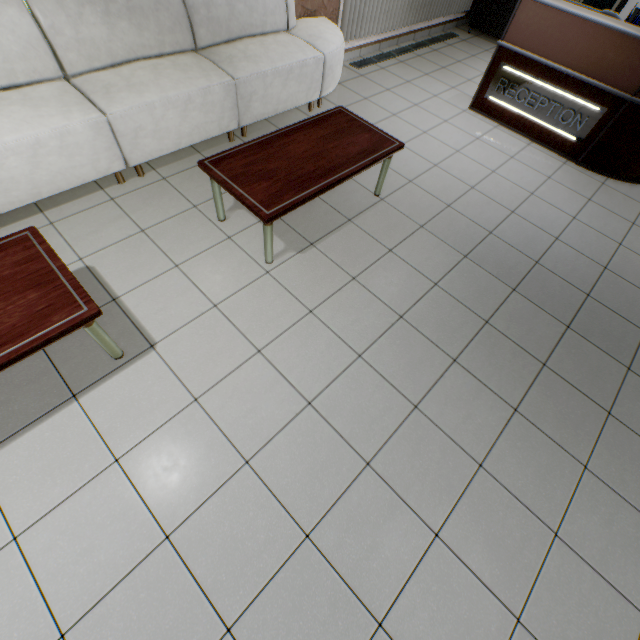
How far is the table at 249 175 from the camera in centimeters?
228cm

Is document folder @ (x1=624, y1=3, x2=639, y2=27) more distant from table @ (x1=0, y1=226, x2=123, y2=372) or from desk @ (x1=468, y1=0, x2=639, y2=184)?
table @ (x1=0, y1=226, x2=123, y2=372)

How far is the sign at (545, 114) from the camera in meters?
3.7 m

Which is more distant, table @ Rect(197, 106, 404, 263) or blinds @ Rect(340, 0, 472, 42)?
blinds @ Rect(340, 0, 472, 42)

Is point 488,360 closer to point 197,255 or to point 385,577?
point 385,577

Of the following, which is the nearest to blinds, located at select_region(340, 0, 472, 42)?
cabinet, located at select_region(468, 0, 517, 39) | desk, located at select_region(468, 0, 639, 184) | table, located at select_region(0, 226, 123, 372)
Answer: cabinet, located at select_region(468, 0, 517, 39)

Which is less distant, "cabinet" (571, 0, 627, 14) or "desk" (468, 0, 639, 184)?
"desk" (468, 0, 639, 184)

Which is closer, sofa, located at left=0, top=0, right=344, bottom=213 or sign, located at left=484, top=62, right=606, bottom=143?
sofa, located at left=0, top=0, right=344, bottom=213
